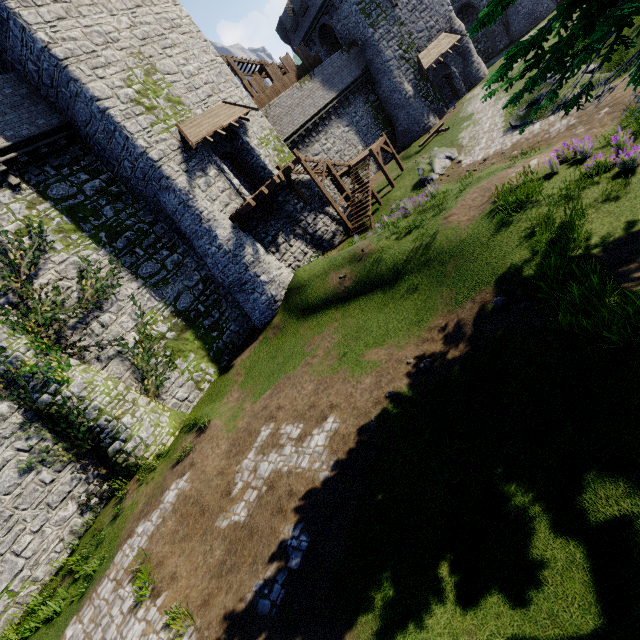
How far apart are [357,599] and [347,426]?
3.9m

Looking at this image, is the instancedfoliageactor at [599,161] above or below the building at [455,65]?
below

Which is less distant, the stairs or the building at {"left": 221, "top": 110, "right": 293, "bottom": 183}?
the building at {"left": 221, "top": 110, "right": 293, "bottom": 183}

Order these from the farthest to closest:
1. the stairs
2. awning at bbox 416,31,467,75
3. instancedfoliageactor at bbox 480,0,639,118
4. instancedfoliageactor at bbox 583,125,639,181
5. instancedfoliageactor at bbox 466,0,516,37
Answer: awning at bbox 416,31,467,75
the stairs
instancedfoliageactor at bbox 583,125,639,181
instancedfoliageactor at bbox 466,0,516,37
instancedfoliageactor at bbox 480,0,639,118

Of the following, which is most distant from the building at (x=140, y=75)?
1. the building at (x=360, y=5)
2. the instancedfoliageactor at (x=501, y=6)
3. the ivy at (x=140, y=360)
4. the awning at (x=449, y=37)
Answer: the awning at (x=449, y=37)

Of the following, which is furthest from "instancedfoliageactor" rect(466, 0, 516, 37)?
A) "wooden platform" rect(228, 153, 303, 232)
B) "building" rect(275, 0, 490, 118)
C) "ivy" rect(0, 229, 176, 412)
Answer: "building" rect(275, 0, 490, 118)

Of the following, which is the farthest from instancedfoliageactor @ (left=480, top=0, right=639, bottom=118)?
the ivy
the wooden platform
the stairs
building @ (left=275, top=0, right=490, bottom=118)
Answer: building @ (left=275, top=0, right=490, bottom=118)

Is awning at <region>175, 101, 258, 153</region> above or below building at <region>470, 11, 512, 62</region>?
above
